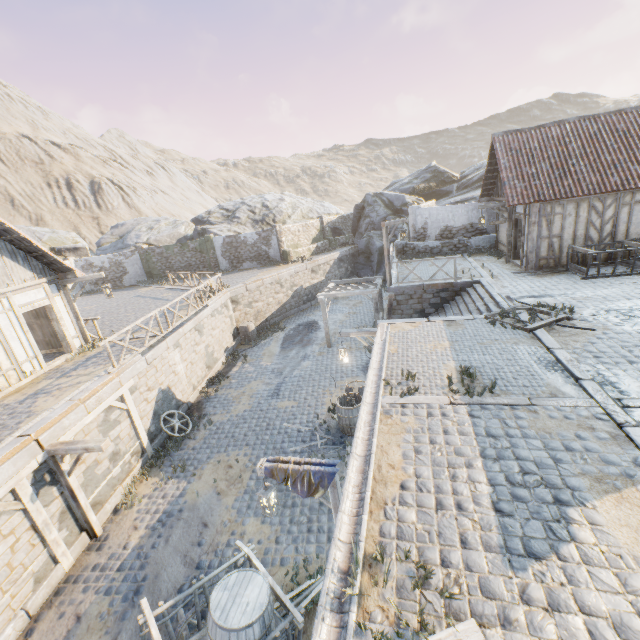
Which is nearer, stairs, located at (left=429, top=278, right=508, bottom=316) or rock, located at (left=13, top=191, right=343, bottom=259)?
stairs, located at (left=429, top=278, right=508, bottom=316)

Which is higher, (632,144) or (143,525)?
(632,144)

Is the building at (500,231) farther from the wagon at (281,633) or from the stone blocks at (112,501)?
the wagon at (281,633)

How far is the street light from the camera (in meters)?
6.03

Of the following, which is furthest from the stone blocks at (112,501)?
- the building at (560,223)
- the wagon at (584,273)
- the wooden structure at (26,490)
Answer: the wagon at (584,273)

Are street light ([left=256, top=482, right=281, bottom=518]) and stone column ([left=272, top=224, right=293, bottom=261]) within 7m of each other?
no

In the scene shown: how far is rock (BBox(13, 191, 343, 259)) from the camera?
29.1m

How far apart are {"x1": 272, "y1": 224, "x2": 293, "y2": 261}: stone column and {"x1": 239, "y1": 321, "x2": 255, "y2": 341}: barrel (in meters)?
7.97
